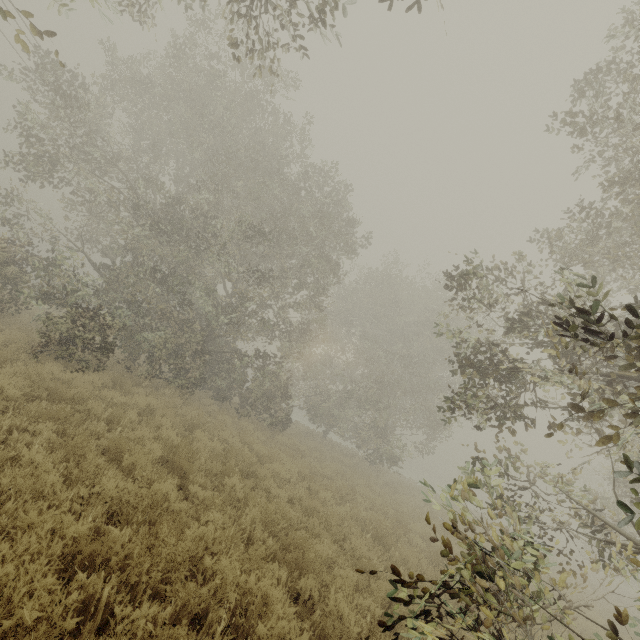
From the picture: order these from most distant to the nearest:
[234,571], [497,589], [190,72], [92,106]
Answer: [190,72]
[92,106]
[234,571]
[497,589]
